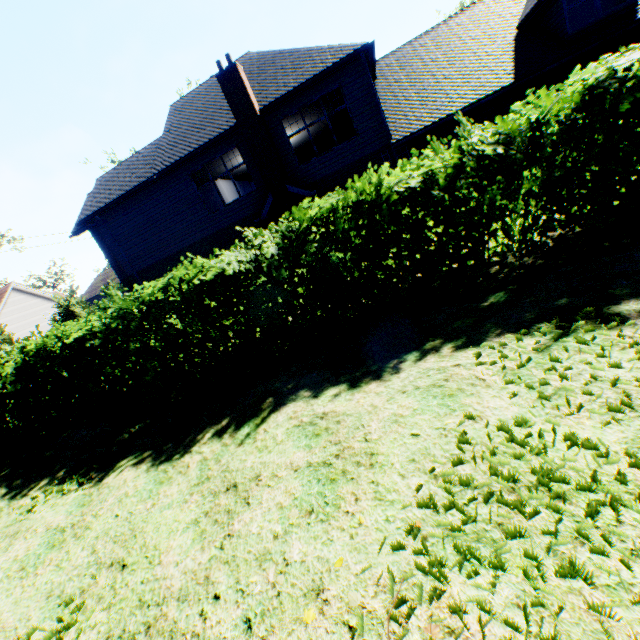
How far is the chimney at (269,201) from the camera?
12.9 meters

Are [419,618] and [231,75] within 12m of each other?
no

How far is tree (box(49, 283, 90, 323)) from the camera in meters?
25.9 m

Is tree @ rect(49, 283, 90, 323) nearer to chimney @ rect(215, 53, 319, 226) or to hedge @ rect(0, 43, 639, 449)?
hedge @ rect(0, 43, 639, 449)

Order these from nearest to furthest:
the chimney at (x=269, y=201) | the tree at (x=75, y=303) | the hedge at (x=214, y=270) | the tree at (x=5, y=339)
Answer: the hedge at (x=214, y=270) < the chimney at (x=269, y=201) < the tree at (x=75, y=303) < the tree at (x=5, y=339)

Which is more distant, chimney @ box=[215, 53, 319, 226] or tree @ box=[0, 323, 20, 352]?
tree @ box=[0, 323, 20, 352]

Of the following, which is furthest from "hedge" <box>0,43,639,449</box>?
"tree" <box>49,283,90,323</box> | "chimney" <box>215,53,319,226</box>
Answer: "chimney" <box>215,53,319,226</box>
